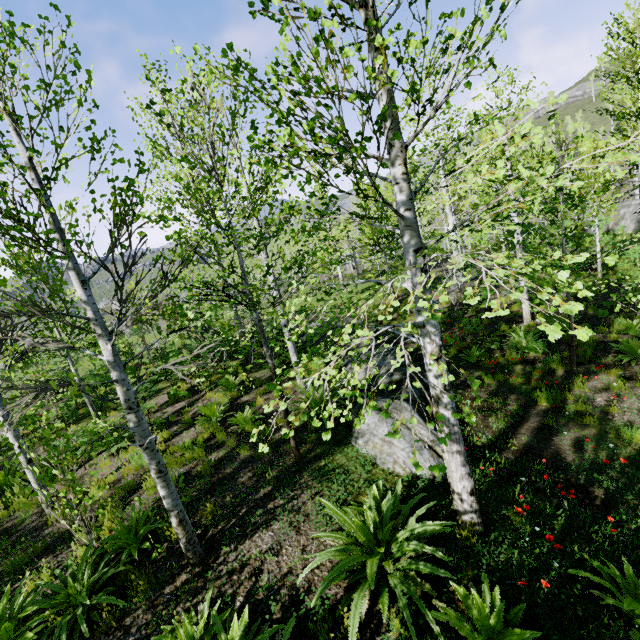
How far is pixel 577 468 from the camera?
5.8 meters

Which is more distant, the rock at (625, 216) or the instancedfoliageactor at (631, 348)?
the rock at (625, 216)

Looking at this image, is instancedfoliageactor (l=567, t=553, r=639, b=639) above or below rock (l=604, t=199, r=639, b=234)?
below

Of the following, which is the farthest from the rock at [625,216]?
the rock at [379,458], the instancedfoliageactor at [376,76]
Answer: the rock at [379,458]

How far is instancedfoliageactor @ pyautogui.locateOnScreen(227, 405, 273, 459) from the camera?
2.50m

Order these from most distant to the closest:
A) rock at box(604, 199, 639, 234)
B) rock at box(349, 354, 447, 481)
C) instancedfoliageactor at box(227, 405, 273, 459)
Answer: rock at box(604, 199, 639, 234)
rock at box(349, 354, 447, 481)
instancedfoliageactor at box(227, 405, 273, 459)

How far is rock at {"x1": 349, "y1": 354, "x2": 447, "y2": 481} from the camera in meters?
5.5

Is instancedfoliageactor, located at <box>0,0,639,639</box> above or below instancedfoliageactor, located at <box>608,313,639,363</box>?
above
